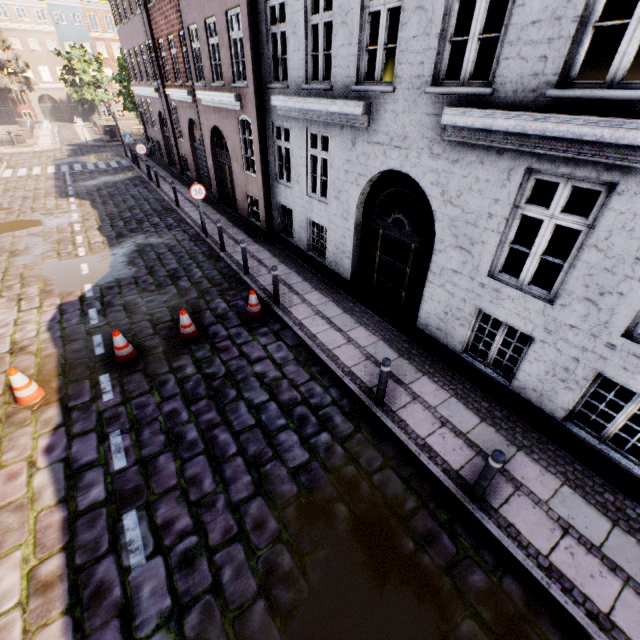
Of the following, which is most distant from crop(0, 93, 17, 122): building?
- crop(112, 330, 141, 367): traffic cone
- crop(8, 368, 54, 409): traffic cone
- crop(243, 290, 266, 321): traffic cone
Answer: crop(112, 330, 141, 367): traffic cone

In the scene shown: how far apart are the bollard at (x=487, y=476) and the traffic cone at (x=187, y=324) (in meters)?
6.03

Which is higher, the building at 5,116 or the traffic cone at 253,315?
the building at 5,116

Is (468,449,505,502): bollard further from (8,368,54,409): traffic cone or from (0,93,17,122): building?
(8,368,54,409): traffic cone

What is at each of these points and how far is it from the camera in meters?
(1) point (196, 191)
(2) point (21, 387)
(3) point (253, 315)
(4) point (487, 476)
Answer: (1) sign, 11.1 m
(2) traffic cone, 5.8 m
(3) traffic cone, 8.1 m
(4) bollard, 4.1 m

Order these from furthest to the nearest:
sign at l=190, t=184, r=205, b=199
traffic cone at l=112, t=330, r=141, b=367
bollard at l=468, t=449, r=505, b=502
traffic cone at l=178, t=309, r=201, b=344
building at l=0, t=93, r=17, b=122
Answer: building at l=0, t=93, r=17, b=122 → sign at l=190, t=184, r=205, b=199 → traffic cone at l=178, t=309, r=201, b=344 → traffic cone at l=112, t=330, r=141, b=367 → bollard at l=468, t=449, r=505, b=502

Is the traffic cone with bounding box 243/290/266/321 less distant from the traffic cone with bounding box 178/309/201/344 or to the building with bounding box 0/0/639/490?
the traffic cone with bounding box 178/309/201/344

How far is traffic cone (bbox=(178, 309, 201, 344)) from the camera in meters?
7.2 m
